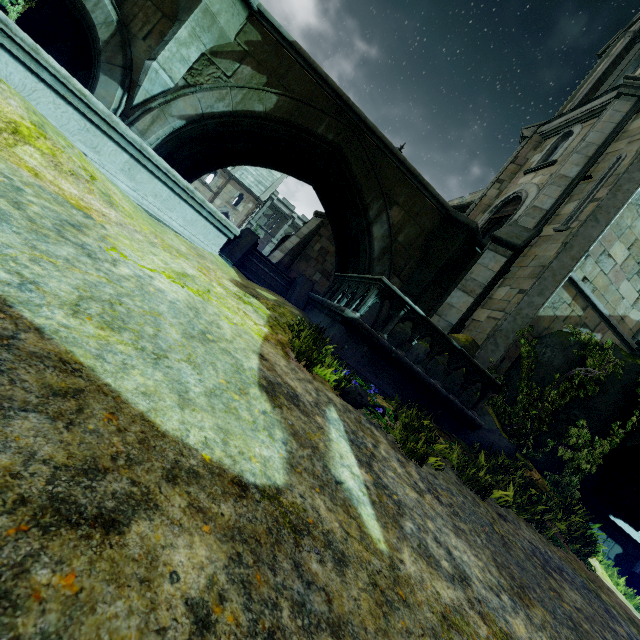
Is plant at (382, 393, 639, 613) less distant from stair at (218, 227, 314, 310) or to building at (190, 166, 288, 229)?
building at (190, 166, 288, 229)

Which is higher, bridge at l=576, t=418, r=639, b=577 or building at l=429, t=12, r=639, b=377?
building at l=429, t=12, r=639, b=377

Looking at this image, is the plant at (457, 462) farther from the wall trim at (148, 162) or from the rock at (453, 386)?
the wall trim at (148, 162)

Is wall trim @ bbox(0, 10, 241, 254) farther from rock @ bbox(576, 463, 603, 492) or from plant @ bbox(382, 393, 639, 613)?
plant @ bbox(382, 393, 639, 613)

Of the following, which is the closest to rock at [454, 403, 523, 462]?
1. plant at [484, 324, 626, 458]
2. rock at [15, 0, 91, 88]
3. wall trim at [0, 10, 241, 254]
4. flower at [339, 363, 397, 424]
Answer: plant at [484, 324, 626, 458]

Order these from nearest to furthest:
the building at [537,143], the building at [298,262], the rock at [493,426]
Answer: the rock at [493,426] → the building at [537,143] → the building at [298,262]

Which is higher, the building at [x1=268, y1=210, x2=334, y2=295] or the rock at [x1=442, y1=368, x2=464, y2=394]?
the building at [x1=268, y1=210, x2=334, y2=295]

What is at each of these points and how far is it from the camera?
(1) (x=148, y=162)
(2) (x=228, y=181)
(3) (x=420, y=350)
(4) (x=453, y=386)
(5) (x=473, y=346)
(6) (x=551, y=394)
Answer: (1) wall trim, 6.01m
(2) building, 38.50m
(3) rock, 7.81m
(4) rock, 7.25m
(5) rock, 9.30m
(6) plant, 8.07m
